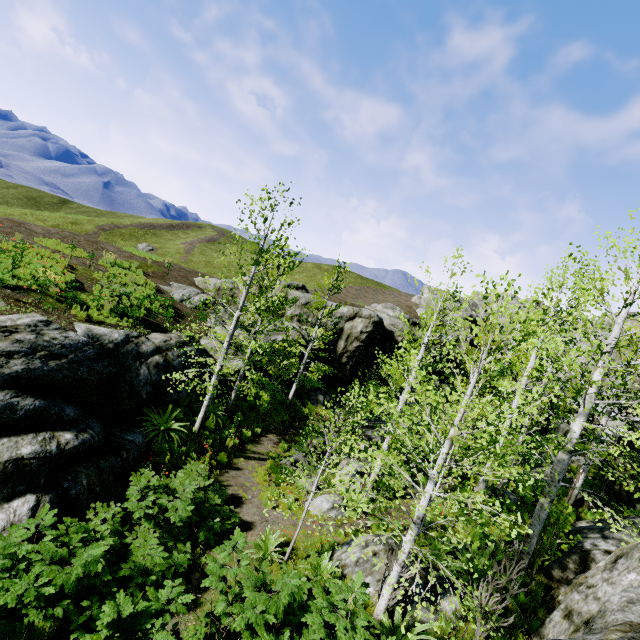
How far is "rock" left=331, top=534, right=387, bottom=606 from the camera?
8.37m

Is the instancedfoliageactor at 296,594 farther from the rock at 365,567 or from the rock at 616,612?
the rock at 365,567

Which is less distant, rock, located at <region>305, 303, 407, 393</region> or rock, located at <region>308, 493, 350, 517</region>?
rock, located at <region>308, 493, 350, 517</region>

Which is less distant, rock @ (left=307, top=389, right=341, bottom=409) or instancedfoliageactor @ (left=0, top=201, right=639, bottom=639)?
instancedfoliageactor @ (left=0, top=201, right=639, bottom=639)

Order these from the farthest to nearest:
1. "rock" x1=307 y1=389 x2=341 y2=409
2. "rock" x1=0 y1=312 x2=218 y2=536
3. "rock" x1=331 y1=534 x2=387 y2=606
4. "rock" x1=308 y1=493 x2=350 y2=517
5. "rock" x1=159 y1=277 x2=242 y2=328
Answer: "rock" x1=307 y1=389 x2=341 y2=409 < "rock" x1=159 y1=277 x2=242 y2=328 < "rock" x1=308 y1=493 x2=350 y2=517 < "rock" x1=331 y1=534 x2=387 y2=606 < "rock" x1=0 y1=312 x2=218 y2=536

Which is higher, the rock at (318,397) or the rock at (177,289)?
the rock at (177,289)

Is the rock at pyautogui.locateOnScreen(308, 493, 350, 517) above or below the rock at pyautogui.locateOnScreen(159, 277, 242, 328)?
below

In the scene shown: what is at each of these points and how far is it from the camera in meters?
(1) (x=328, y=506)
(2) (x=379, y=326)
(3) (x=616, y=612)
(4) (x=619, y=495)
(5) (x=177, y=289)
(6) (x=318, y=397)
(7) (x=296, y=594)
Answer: (1) rock, 11.7 m
(2) rock, 27.2 m
(3) rock, 4.6 m
(4) rock, 14.0 m
(5) rock, 23.0 m
(6) rock, 24.4 m
(7) instancedfoliageactor, 6.4 m
